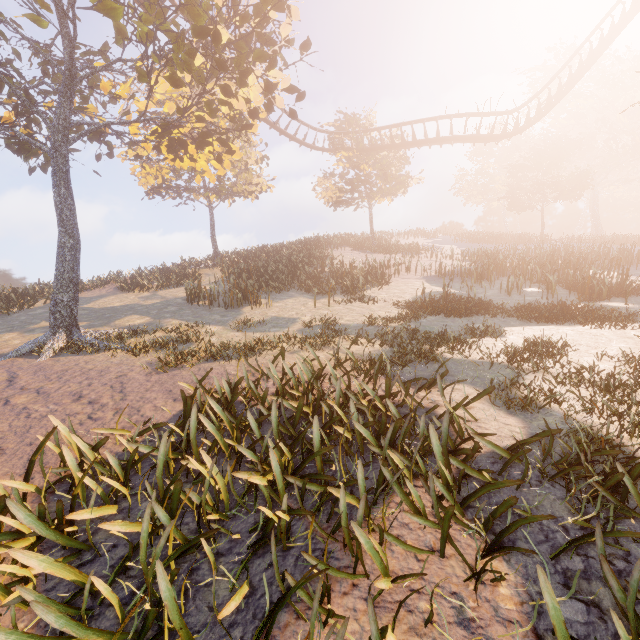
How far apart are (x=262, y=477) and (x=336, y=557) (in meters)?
1.01

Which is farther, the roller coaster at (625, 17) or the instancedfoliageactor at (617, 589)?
the roller coaster at (625, 17)

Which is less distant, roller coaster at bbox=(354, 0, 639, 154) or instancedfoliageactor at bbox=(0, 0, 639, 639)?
instancedfoliageactor at bbox=(0, 0, 639, 639)
